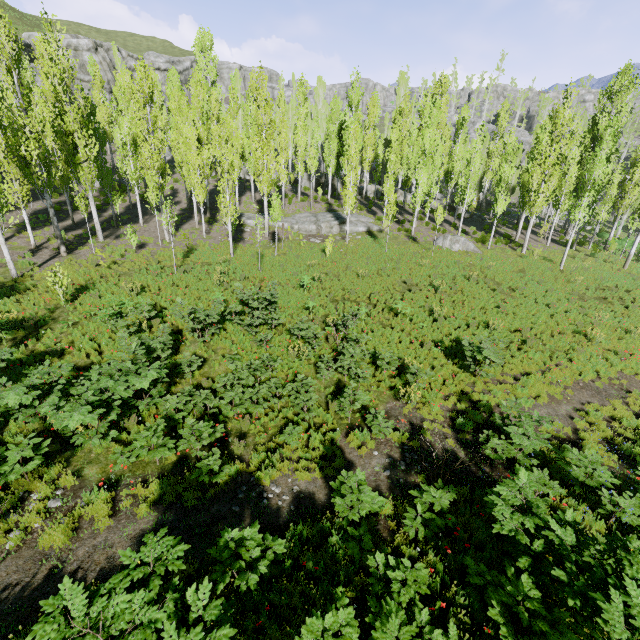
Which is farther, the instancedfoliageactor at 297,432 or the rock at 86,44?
the rock at 86,44

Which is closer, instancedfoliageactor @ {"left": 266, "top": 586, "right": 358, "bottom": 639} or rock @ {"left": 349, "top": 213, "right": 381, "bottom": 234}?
instancedfoliageactor @ {"left": 266, "top": 586, "right": 358, "bottom": 639}

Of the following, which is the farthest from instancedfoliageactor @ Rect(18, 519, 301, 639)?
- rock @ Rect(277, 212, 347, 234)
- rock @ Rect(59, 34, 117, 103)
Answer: rock @ Rect(277, 212, 347, 234)

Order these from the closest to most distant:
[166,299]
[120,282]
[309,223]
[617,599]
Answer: [617,599] → [166,299] → [120,282] → [309,223]

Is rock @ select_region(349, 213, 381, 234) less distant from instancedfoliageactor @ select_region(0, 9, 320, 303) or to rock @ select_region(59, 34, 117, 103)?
instancedfoliageactor @ select_region(0, 9, 320, 303)

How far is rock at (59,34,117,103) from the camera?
48.3m

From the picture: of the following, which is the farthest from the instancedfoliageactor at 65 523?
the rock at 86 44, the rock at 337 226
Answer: the rock at 337 226
